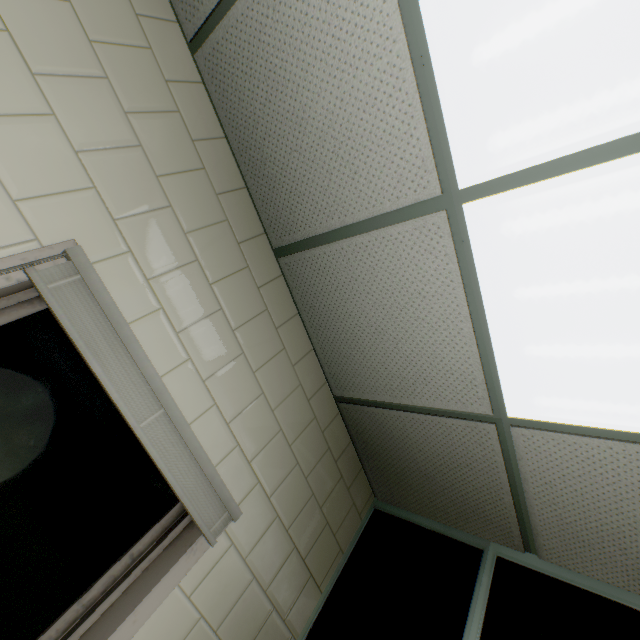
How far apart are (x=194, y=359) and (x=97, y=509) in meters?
0.7
